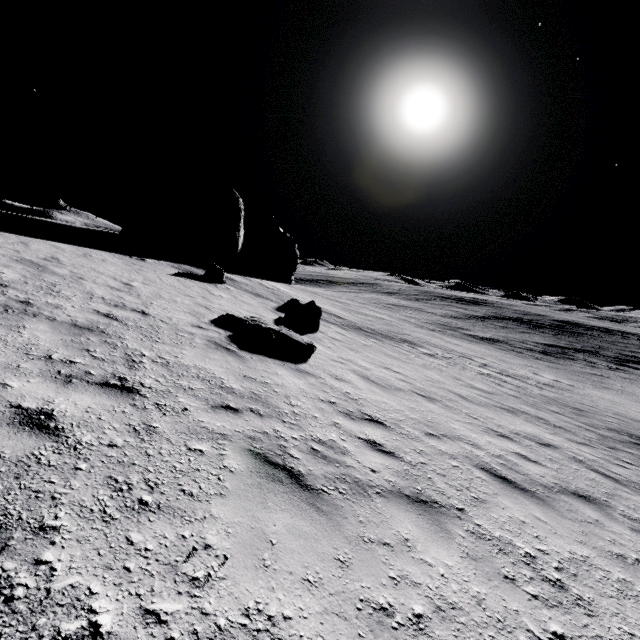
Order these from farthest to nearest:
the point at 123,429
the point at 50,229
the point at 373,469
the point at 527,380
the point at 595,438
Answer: the point at 527,380, the point at 50,229, the point at 595,438, the point at 373,469, the point at 123,429

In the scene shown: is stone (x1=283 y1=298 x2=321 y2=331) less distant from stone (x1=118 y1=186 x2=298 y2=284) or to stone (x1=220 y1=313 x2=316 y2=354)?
stone (x1=220 y1=313 x2=316 y2=354)

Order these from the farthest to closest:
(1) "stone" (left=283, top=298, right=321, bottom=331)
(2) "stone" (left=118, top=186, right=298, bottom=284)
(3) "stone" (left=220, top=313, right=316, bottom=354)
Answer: (2) "stone" (left=118, top=186, right=298, bottom=284) < (1) "stone" (left=283, top=298, right=321, bottom=331) < (3) "stone" (left=220, top=313, right=316, bottom=354)

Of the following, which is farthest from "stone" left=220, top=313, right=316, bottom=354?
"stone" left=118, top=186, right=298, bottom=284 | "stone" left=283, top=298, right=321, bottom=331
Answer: "stone" left=118, top=186, right=298, bottom=284

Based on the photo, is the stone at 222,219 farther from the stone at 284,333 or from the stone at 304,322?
the stone at 284,333

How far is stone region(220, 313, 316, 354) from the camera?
8.7m

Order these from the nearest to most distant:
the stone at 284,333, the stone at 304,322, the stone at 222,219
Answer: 1. the stone at 284,333
2. the stone at 304,322
3. the stone at 222,219

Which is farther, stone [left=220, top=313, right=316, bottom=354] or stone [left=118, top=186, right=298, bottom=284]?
stone [left=118, top=186, right=298, bottom=284]
